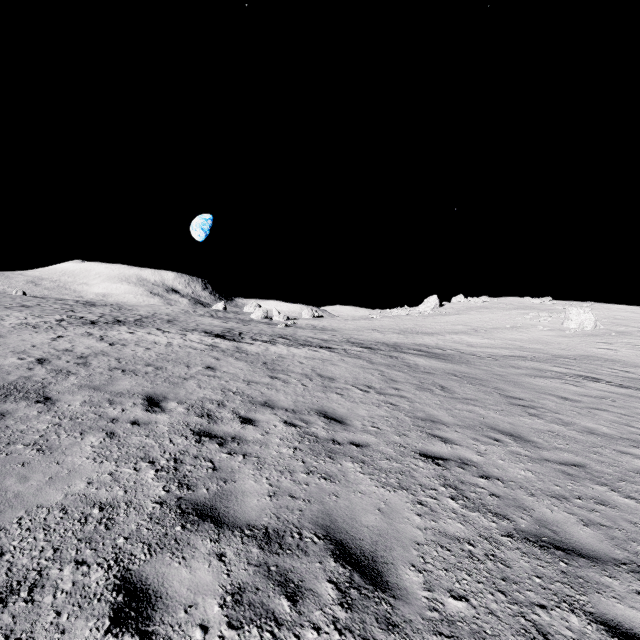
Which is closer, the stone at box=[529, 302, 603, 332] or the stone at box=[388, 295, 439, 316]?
the stone at box=[529, 302, 603, 332]

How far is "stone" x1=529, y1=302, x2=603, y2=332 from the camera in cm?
3319

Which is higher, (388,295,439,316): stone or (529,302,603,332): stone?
(388,295,439,316): stone

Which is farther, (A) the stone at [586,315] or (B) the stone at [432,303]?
(B) the stone at [432,303]

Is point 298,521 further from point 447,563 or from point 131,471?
point 131,471

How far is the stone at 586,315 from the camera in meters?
33.2 m

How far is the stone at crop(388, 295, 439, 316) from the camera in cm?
5303
